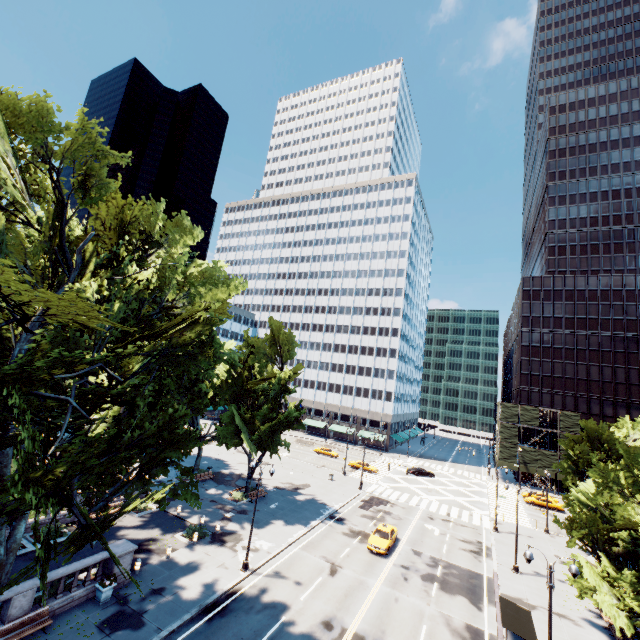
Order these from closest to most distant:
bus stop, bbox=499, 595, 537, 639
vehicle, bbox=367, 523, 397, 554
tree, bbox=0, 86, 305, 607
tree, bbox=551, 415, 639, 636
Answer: tree, bbox=0, 86, 305, 607
bus stop, bbox=499, 595, 537, 639
tree, bbox=551, 415, 639, 636
vehicle, bbox=367, 523, 397, 554

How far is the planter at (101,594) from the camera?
18.32m

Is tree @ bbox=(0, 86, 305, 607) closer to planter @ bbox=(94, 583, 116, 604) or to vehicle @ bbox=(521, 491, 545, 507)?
planter @ bbox=(94, 583, 116, 604)

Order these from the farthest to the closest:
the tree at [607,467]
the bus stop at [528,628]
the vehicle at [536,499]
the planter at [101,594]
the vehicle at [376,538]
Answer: the vehicle at [536,499] < the vehicle at [376,538] < the tree at [607,467] < the planter at [101,594] < the bus stop at [528,628]

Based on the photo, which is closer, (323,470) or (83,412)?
(83,412)

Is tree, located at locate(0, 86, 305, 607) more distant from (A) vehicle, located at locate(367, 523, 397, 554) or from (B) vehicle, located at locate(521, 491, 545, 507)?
(B) vehicle, located at locate(521, 491, 545, 507)

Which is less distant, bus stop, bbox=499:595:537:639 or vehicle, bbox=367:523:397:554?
bus stop, bbox=499:595:537:639

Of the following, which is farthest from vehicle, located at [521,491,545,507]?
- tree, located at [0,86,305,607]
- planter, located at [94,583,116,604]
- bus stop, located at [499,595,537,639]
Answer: planter, located at [94,583,116,604]
